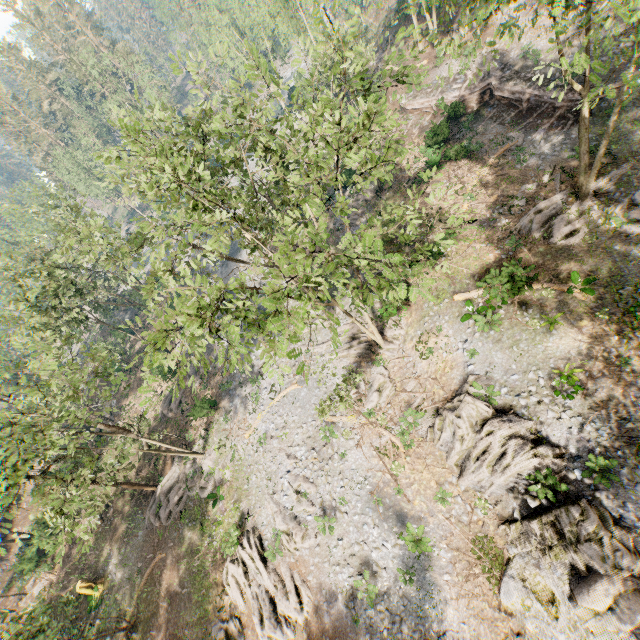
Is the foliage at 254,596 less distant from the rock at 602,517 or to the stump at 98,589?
the rock at 602,517

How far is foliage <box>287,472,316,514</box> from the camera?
21.4m

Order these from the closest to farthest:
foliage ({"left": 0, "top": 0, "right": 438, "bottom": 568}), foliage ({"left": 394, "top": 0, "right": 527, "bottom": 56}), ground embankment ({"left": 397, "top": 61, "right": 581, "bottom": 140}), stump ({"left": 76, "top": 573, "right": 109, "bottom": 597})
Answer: foliage ({"left": 394, "top": 0, "right": 527, "bottom": 56})
foliage ({"left": 0, "top": 0, "right": 438, "bottom": 568})
ground embankment ({"left": 397, "top": 61, "right": 581, "bottom": 140})
stump ({"left": 76, "top": 573, "right": 109, "bottom": 597})

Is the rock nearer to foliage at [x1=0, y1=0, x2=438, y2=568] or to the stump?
foliage at [x1=0, y1=0, x2=438, y2=568]

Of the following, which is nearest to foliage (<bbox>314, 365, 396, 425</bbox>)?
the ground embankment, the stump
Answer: the ground embankment

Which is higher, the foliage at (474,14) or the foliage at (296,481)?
the foliage at (474,14)

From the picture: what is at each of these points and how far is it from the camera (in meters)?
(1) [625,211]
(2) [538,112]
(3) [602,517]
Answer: (1) foliage, 17.89
(2) ground embankment, 24.34
(3) rock, 12.79
